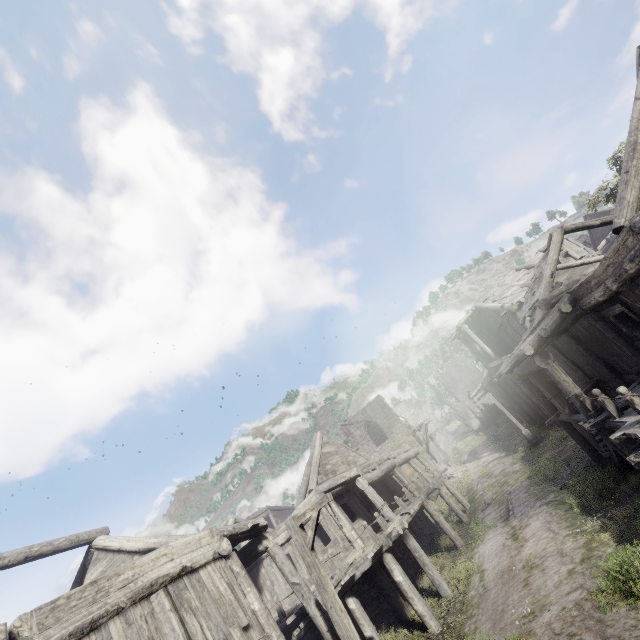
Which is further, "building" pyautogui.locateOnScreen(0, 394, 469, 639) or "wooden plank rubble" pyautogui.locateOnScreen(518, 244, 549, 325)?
"wooden plank rubble" pyautogui.locateOnScreen(518, 244, 549, 325)

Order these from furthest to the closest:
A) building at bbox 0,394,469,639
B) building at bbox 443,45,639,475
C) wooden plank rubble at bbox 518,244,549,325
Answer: wooden plank rubble at bbox 518,244,549,325 → building at bbox 443,45,639,475 → building at bbox 0,394,469,639

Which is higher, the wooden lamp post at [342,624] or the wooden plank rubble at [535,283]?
the wooden plank rubble at [535,283]

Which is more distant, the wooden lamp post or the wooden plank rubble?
the wooden plank rubble

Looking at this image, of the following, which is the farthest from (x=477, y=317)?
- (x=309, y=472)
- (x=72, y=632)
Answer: (x=72, y=632)

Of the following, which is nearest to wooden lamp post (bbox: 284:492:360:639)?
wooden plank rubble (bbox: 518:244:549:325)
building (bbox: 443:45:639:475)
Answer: building (bbox: 443:45:639:475)

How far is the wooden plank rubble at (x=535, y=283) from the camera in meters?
16.8

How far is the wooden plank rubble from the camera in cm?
1675
